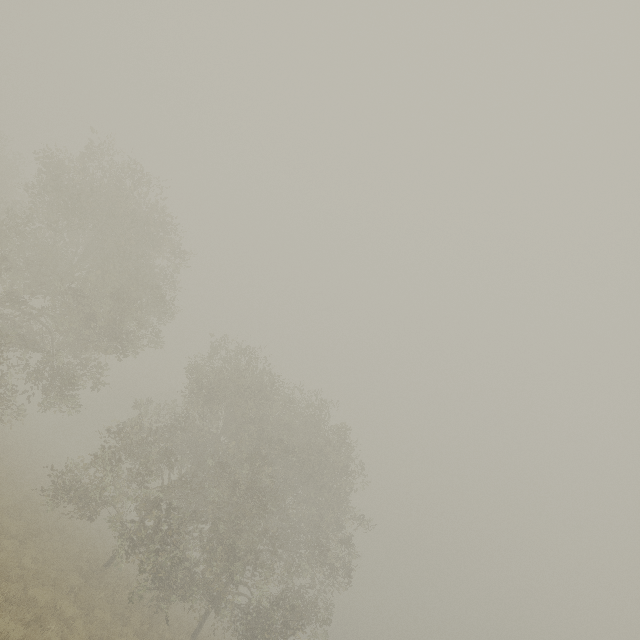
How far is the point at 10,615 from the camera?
9.20m
